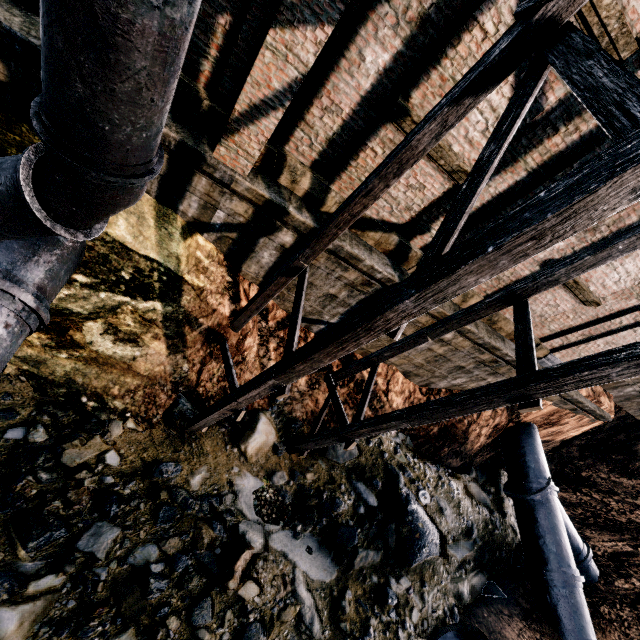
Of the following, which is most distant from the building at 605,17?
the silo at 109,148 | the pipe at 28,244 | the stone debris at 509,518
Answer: the stone debris at 509,518

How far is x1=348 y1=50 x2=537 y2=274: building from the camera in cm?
555

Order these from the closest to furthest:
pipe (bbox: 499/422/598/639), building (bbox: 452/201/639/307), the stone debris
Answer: the stone debris → building (bbox: 452/201/639/307) → pipe (bbox: 499/422/598/639)

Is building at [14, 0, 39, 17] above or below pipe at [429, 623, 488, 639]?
above

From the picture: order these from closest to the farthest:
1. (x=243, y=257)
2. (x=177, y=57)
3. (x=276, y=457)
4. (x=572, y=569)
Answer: (x=177, y=57) → (x=243, y=257) → (x=276, y=457) → (x=572, y=569)

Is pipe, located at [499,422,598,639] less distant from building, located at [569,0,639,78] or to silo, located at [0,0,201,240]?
building, located at [569,0,639,78]

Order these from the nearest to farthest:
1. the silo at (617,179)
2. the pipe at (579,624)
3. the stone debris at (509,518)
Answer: the silo at (617,179) < the stone debris at (509,518) < the pipe at (579,624)

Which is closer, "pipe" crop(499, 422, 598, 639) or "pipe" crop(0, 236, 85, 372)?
"pipe" crop(0, 236, 85, 372)
